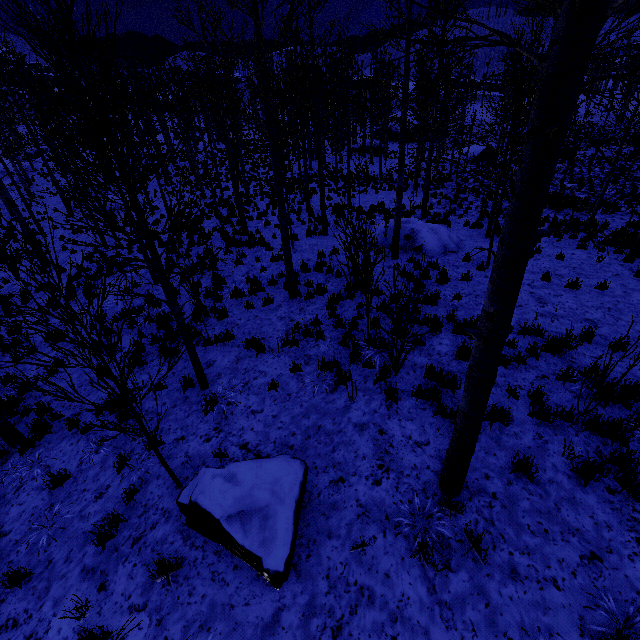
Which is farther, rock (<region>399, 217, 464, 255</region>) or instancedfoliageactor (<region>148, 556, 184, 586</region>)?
rock (<region>399, 217, 464, 255</region>)

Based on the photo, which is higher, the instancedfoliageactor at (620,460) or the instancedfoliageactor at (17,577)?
the instancedfoliageactor at (620,460)

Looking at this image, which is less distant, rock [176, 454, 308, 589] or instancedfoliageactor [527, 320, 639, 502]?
rock [176, 454, 308, 589]

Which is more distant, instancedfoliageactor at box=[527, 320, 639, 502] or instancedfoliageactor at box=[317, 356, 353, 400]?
instancedfoliageactor at box=[317, 356, 353, 400]

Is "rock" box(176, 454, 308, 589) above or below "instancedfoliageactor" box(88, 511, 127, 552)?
above

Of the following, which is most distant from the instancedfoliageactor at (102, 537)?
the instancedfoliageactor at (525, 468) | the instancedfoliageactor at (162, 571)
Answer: the instancedfoliageactor at (525, 468)

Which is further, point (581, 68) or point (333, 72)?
point (333, 72)

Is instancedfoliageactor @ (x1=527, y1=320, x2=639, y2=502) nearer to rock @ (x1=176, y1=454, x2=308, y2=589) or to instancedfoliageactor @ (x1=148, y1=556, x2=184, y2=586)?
rock @ (x1=176, y1=454, x2=308, y2=589)
